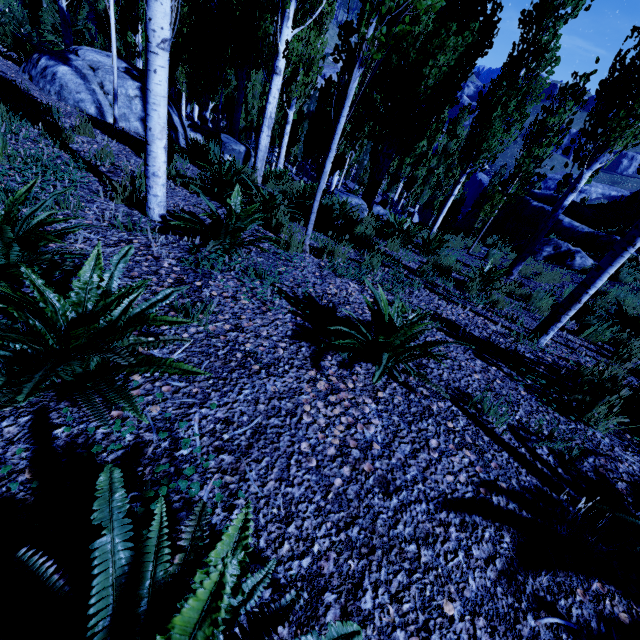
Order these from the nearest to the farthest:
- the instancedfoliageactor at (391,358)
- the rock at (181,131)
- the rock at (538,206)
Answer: the instancedfoliageactor at (391,358) → the rock at (181,131) → the rock at (538,206)

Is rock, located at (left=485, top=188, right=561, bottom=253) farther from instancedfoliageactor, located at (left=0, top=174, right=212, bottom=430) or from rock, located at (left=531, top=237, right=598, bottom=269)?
instancedfoliageactor, located at (left=0, top=174, right=212, bottom=430)

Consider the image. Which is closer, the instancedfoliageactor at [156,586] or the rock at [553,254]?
the instancedfoliageactor at [156,586]

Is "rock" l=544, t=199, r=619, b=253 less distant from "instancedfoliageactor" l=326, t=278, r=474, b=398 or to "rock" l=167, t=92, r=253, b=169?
"instancedfoliageactor" l=326, t=278, r=474, b=398

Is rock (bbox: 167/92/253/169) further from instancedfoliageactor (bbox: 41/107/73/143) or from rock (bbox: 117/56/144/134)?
rock (bbox: 117/56/144/134)

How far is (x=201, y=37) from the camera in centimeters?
1570cm

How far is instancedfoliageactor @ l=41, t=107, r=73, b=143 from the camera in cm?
449

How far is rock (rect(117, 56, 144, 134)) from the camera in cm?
741
